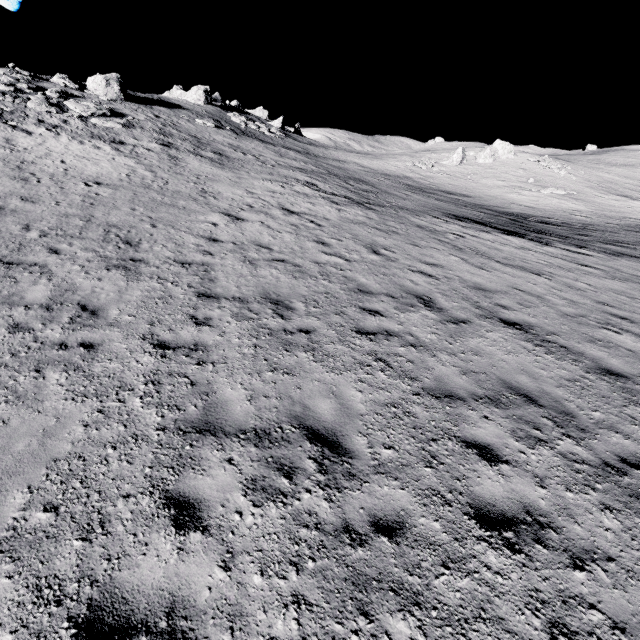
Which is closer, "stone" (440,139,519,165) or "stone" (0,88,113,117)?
"stone" (0,88,113,117)

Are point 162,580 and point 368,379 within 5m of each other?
yes

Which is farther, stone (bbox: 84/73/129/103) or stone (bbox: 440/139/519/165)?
stone (bbox: 440/139/519/165)

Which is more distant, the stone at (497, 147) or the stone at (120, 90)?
the stone at (497, 147)

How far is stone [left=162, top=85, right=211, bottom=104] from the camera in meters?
45.8

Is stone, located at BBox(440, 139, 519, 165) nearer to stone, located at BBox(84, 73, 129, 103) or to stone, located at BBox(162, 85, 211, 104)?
stone, located at BBox(162, 85, 211, 104)

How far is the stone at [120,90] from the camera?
30.3 meters

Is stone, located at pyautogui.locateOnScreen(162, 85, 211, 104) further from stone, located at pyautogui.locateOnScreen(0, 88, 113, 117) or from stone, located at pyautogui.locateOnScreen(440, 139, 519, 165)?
stone, located at pyautogui.locateOnScreen(440, 139, 519, 165)
